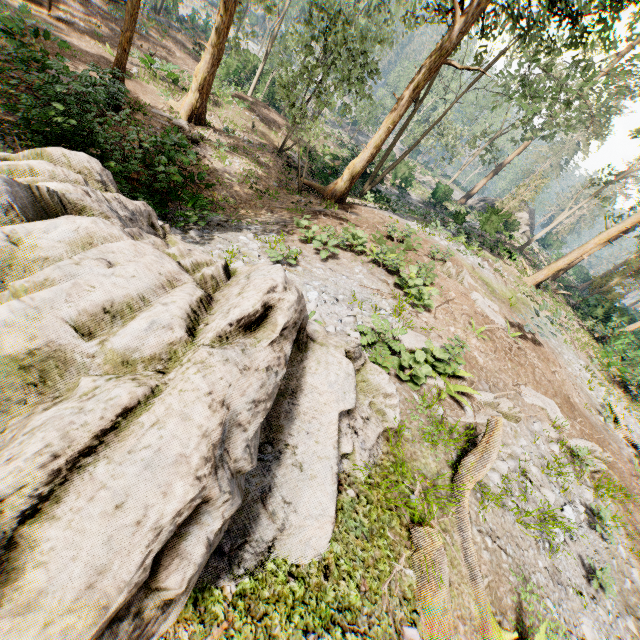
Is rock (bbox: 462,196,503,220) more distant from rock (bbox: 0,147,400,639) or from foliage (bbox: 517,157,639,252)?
rock (bbox: 0,147,400,639)

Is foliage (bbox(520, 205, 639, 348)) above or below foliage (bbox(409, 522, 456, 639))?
above

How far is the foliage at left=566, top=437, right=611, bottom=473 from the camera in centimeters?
898cm

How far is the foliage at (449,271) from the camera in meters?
13.2 m

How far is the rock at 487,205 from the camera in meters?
21.9

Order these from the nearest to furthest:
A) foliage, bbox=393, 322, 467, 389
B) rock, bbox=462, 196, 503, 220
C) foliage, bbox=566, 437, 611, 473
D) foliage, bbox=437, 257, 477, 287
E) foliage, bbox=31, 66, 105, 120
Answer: foliage, bbox=393, 322, 467, 389 < foliage, bbox=31, 66, 105, 120 < foliage, bbox=566, 437, 611, 473 < foliage, bbox=437, 257, 477, 287 < rock, bbox=462, 196, 503, 220

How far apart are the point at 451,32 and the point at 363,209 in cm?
823
